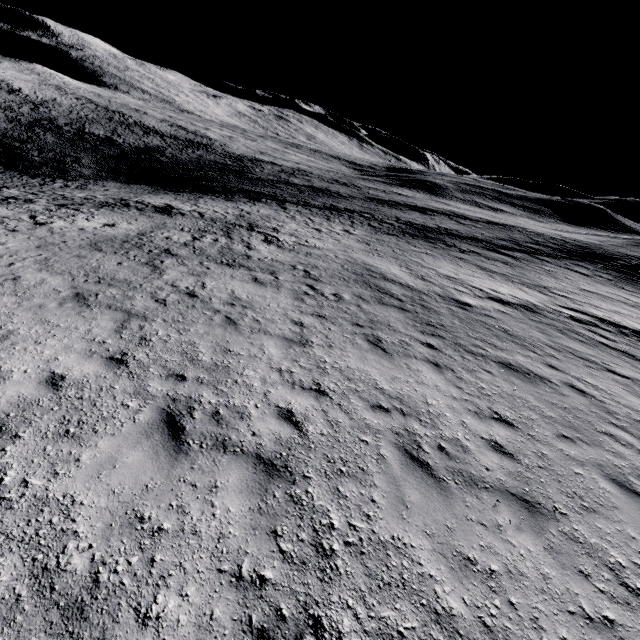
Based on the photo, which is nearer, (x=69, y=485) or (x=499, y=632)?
(x=499, y=632)
